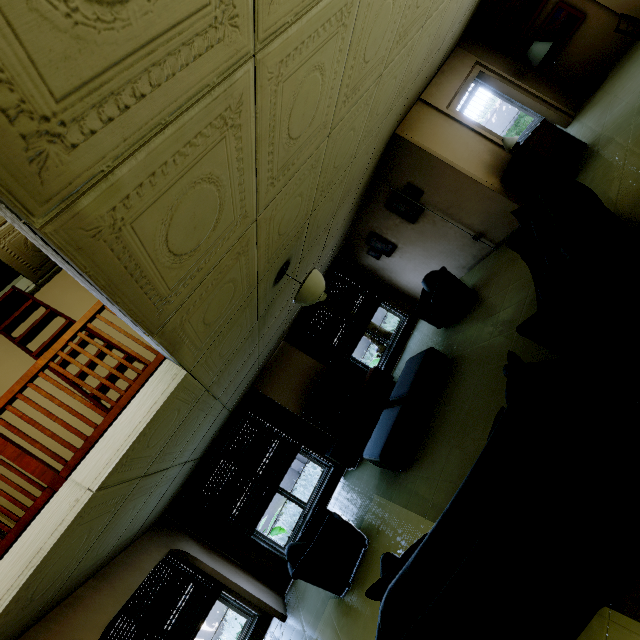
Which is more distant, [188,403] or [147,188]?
[188,403]

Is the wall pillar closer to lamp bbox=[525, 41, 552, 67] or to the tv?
lamp bbox=[525, 41, 552, 67]

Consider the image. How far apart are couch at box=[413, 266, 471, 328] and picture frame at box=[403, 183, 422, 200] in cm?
117

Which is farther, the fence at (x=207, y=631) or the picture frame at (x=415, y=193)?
the fence at (x=207, y=631)

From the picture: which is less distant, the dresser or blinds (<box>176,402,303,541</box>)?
the dresser

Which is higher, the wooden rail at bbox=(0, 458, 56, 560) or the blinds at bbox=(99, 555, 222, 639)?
the wooden rail at bbox=(0, 458, 56, 560)

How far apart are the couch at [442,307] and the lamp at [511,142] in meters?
2.1 m

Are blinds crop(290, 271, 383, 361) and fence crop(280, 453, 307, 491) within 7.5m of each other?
yes
